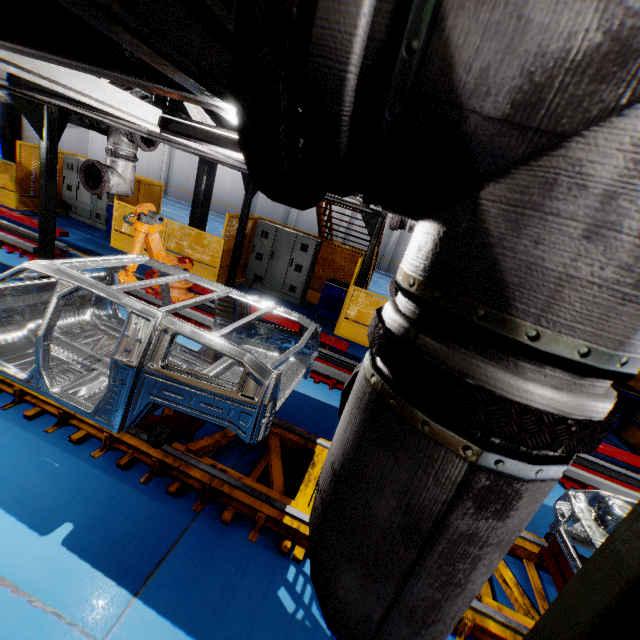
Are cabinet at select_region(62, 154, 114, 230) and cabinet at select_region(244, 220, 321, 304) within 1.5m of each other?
no

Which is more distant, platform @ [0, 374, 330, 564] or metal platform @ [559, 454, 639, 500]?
metal platform @ [559, 454, 639, 500]

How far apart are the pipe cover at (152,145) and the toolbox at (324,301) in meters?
5.2 m

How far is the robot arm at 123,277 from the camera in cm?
565

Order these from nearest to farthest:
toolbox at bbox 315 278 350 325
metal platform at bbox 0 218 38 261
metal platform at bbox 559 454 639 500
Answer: metal platform at bbox 559 454 639 500
metal platform at bbox 0 218 38 261
toolbox at bbox 315 278 350 325

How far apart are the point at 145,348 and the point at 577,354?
3.2 meters

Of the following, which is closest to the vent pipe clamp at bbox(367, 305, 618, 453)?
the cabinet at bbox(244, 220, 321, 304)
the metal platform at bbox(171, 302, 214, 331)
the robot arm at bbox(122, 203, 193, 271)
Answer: the metal platform at bbox(171, 302, 214, 331)

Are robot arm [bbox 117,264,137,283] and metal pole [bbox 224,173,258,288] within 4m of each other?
yes
